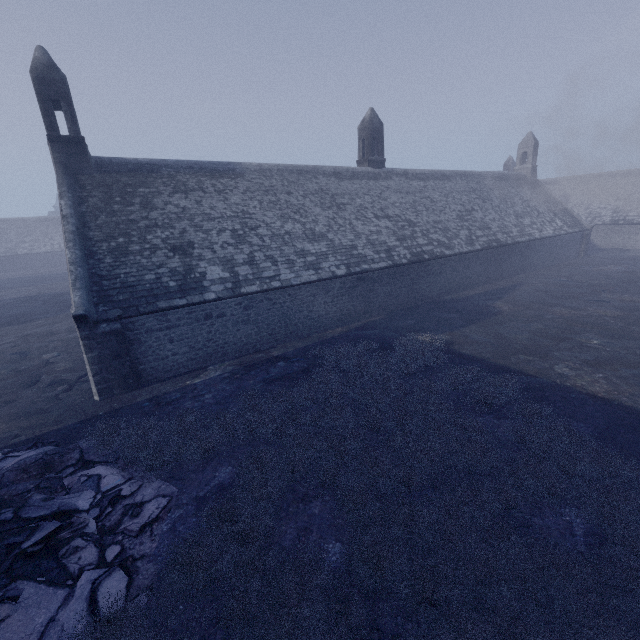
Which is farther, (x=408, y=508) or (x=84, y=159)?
(x=84, y=159)
